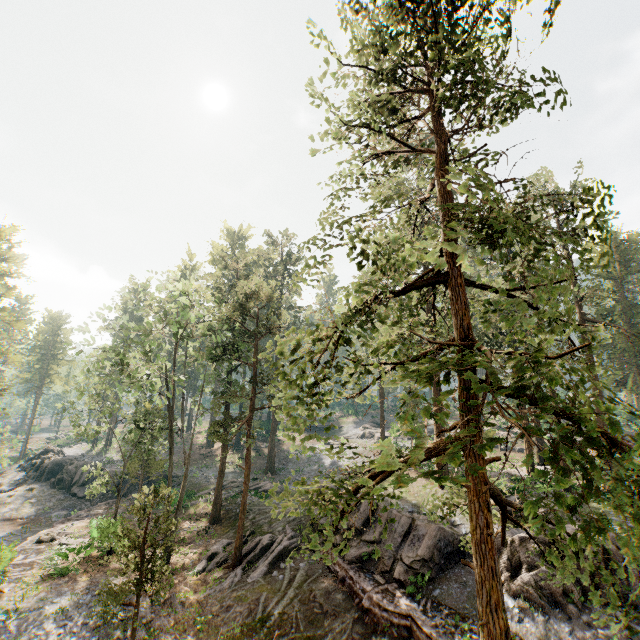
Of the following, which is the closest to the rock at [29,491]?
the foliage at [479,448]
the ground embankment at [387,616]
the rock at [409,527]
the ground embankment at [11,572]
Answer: the ground embankment at [11,572]

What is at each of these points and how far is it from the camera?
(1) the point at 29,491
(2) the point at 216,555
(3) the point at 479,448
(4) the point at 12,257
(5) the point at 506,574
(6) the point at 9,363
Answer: (1) rock, 37.5 meters
(2) foliage, 21.5 meters
(3) foliage, 3.4 meters
(4) foliage, 43.1 meters
(5) rock, 14.9 meters
(6) foliage, 32.5 meters

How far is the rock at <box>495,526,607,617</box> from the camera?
13.4m

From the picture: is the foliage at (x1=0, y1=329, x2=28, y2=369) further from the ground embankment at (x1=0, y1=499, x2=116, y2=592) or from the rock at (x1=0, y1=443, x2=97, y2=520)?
the rock at (x1=0, y1=443, x2=97, y2=520)

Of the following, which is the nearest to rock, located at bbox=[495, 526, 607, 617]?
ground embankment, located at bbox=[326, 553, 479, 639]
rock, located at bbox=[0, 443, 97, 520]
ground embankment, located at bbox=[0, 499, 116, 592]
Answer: ground embankment, located at bbox=[326, 553, 479, 639]

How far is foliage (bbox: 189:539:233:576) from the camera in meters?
19.9

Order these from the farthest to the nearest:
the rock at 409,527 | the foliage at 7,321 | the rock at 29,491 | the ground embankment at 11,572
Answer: the foliage at 7,321, the rock at 29,491, the ground embankment at 11,572, the rock at 409,527
